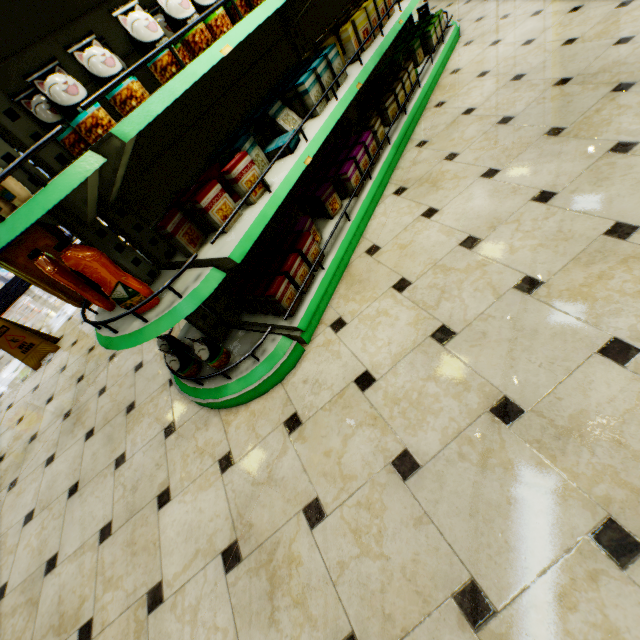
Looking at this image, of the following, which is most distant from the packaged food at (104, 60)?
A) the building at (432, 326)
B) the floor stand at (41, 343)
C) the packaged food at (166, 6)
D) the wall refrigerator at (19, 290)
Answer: the wall refrigerator at (19, 290)

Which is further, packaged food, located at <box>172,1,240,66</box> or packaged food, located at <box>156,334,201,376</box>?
packaged food, located at <box>156,334,201,376</box>

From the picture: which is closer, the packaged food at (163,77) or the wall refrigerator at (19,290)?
the packaged food at (163,77)

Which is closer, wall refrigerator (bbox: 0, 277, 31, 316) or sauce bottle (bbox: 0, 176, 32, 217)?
sauce bottle (bbox: 0, 176, 32, 217)

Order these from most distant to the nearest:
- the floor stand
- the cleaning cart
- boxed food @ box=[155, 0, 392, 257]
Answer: the floor stand → the cleaning cart → boxed food @ box=[155, 0, 392, 257]

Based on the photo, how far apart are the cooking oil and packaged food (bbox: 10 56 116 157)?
0.4m

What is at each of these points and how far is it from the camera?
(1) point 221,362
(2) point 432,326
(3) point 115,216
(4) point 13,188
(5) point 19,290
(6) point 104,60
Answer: (1) packaged food, 1.97m
(2) building, 1.61m
(3) shelf, 1.61m
(4) sauce bottle, 1.20m
(5) wall refrigerator, 7.80m
(6) packaged food, 1.23m

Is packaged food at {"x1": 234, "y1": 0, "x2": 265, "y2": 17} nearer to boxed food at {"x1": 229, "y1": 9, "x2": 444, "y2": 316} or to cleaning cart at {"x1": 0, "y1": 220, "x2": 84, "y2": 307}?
boxed food at {"x1": 229, "y1": 9, "x2": 444, "y2": 316}
